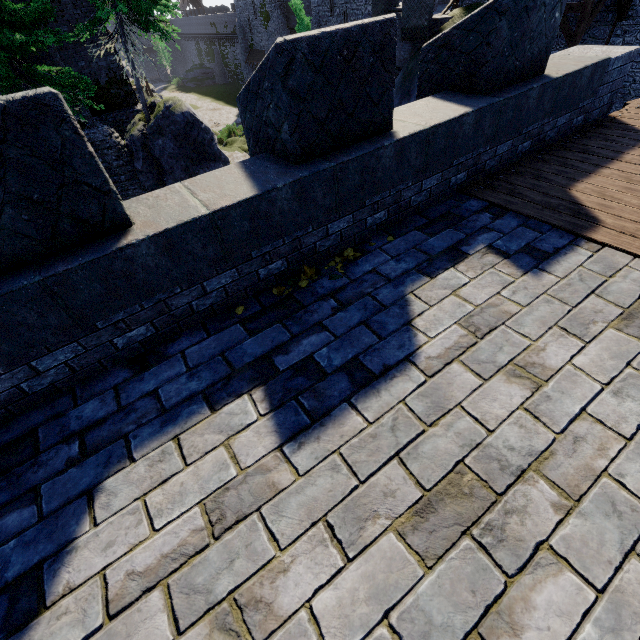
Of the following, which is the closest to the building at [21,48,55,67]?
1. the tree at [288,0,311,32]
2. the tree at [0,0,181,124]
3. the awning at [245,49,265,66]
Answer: the tree at [0,0,181,124]

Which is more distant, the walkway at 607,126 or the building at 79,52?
the building at 79,52

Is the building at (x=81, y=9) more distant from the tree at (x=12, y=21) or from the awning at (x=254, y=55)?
the awning at (x=254, y=55)

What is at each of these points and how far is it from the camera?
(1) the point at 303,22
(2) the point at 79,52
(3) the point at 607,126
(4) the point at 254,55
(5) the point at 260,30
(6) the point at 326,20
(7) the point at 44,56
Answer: (1) tree, 19.1m
(2) building, 18.1m
(3) walkway, 5.7m
(4) awning, 46.8m
(5) building, 43.7m
(6) building, 33.5m
(7) building, 15.5m

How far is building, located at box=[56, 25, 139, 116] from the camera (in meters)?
17.94

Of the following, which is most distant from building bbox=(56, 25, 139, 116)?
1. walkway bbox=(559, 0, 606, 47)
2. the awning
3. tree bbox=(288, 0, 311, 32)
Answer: the awning

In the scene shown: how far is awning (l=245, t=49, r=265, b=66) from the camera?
45.2 meters
